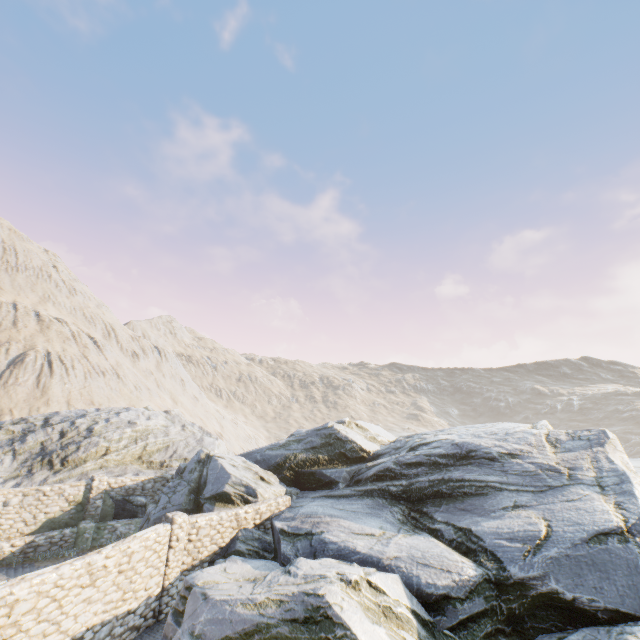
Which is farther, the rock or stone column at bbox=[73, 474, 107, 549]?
stone column at bbox=[73, 474, 107, 549]

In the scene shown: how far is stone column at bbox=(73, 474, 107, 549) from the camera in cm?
1625

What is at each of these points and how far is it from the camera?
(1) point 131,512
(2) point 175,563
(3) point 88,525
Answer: (1) rock, 18.4m
(2) stone column, 11.9m
(3) stone column, 16.5m

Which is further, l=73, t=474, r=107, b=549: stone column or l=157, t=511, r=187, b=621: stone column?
l=73, t=474, r=107, b=549: stone column

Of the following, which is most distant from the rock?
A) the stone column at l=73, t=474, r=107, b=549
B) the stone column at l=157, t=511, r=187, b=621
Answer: the stone column at l=73, t=474, r=107, b=549

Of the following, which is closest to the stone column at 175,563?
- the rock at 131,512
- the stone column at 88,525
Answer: the rock at 131,512

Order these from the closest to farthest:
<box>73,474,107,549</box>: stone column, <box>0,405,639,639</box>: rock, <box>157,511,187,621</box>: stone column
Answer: <box>0,405,639,639</box>: rock < <box>157,511,187,621</box>: stone column < <box>73,474,107,549</box>: stone column

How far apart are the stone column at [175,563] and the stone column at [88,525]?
6.5 meters
